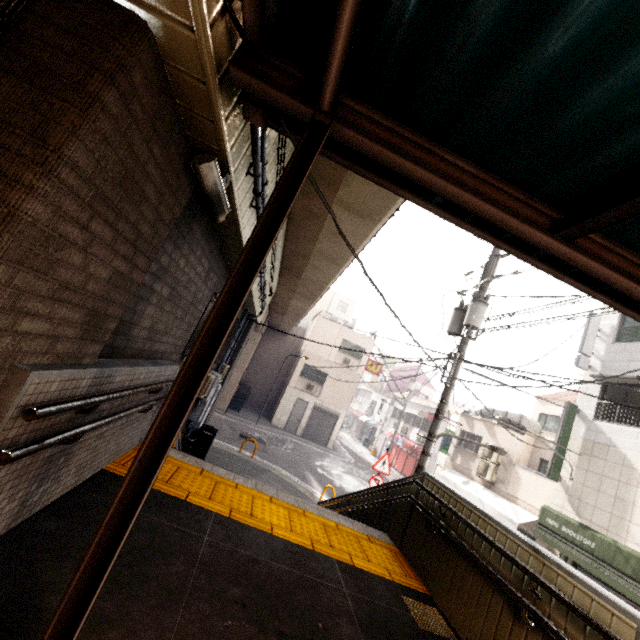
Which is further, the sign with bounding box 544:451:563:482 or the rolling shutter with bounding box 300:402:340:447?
the rolling shutter with bounding box 300:402:340:447

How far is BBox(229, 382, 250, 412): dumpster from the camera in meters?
22.4 m

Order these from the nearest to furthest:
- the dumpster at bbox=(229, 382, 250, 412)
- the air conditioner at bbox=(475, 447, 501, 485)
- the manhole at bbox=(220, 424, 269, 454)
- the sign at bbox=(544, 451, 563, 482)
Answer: the sign at bbox=(544, 451, 563, 482) < the air conditioner at bbox=(475, 447, 501, 485) < the manhole at bbox=(220, 424, 269, 454) < the dumpster at bbox=(229, 382, 250, 412)

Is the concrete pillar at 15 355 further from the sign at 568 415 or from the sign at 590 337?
the sign at 590 337

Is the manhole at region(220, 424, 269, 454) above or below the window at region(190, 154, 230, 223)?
below

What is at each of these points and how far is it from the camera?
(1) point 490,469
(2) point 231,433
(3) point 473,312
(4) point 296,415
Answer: (1) air conditioner, 15.4m
(2) manhole, 16.7m
(3) utility pole, 8.0m
(4) door, 24.1m

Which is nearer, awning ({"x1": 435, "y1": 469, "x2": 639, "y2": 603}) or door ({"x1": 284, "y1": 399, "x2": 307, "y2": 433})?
awning ({"x1": 435, "y1": 469, "x2": 639, "y2": 603})

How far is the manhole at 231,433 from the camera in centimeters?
1581cm
